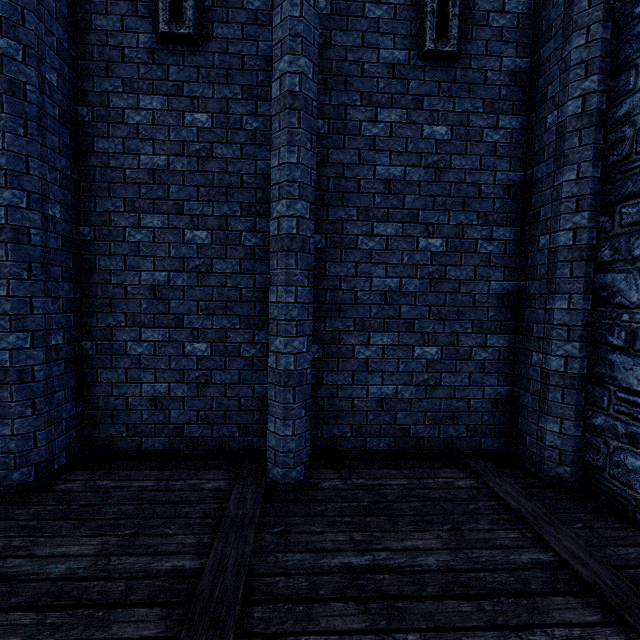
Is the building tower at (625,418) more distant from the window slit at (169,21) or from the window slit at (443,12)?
the window slit at (169,21)

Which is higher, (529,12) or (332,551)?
(529,12)

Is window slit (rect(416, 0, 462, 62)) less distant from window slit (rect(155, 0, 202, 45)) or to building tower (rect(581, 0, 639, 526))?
building tower (rect(581, 0, 639, 526))

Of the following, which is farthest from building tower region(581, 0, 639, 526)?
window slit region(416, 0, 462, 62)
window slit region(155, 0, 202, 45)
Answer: window slit region(155, 0, 202, 45)

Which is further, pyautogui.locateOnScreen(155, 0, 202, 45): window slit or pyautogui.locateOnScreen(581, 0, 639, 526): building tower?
pyautogui.locateOnScreen(155, 0, 202, 45): window slit

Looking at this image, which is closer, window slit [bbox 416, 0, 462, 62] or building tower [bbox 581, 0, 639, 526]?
building tower [bbox 581, 0, 639, 526]

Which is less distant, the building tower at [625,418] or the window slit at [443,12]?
the building tower at [625,418]
